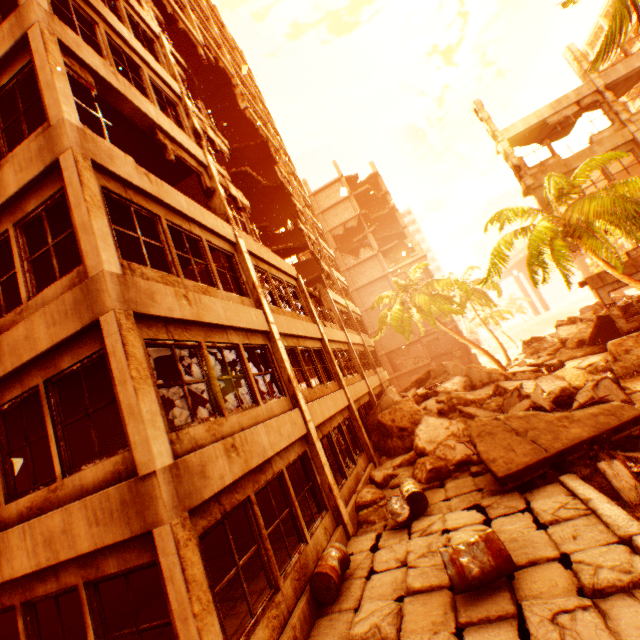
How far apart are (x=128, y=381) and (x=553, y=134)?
25.4 meters

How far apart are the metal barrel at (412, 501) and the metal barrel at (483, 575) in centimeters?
244cm

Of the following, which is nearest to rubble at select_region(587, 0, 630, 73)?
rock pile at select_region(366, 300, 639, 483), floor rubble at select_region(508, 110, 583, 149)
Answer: rock pile at select_region(366, 300, 639, 483)

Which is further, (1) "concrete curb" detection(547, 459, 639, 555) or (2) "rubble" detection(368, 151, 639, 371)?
(2) "rubble" detection(368, 151, 639, 371)

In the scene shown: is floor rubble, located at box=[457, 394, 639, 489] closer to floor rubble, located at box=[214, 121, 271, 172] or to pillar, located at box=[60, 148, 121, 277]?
pillar, located at box=[60, 148, 121, 277]

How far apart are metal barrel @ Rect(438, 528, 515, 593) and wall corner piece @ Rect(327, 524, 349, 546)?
2.5 meters

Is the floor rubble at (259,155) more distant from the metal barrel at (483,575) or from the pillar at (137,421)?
the metal barrel at (483,575)

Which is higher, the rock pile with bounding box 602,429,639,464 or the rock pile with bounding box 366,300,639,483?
the rock pile with bounding box 366,300,639,483
